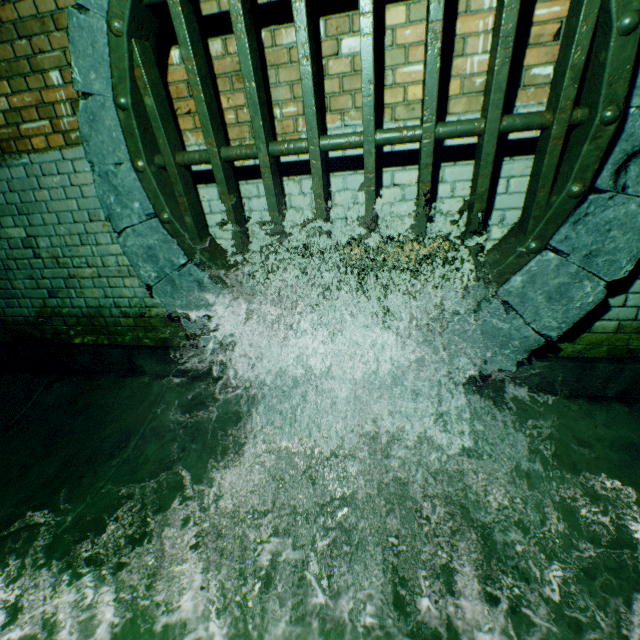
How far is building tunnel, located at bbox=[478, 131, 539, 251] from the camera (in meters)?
1.89

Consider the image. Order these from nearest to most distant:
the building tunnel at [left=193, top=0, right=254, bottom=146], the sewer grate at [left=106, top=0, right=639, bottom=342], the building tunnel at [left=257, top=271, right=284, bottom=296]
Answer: the sewer grate at [left=106, top=0, right=639, bottom=342] → the building tunnel at [left=193, top=0, right=254, bottom=146] → the building tunnel at [left=257, top=271, right=284, bottom=296]

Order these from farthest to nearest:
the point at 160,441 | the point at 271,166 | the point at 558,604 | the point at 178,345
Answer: the point at 178,345
the point at 160,441
the point at 271,166
the point at 558,604

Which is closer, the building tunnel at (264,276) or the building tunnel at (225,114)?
the building tunnel at (225,114)

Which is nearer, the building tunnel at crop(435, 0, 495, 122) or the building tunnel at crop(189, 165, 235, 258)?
the building tunnel at crop(435, 0, 495, 122)

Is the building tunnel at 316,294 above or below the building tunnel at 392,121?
below

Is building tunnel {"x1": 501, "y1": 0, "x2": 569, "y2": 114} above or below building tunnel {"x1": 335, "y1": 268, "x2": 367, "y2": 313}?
above
